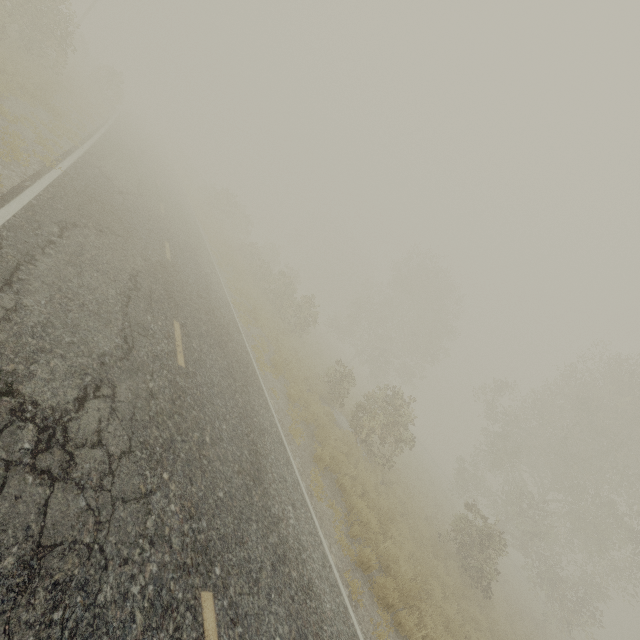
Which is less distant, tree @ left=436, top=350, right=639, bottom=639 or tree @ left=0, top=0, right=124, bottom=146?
tree @ left=0, top=0, right=124, bottom=146

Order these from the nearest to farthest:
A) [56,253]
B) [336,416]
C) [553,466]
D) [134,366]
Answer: [134,366] → [56,253] → [336,416] → [553,466]

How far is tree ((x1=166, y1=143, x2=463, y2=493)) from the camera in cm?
1672

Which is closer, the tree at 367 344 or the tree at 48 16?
the tree at 48 16

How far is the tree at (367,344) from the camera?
16.7m
